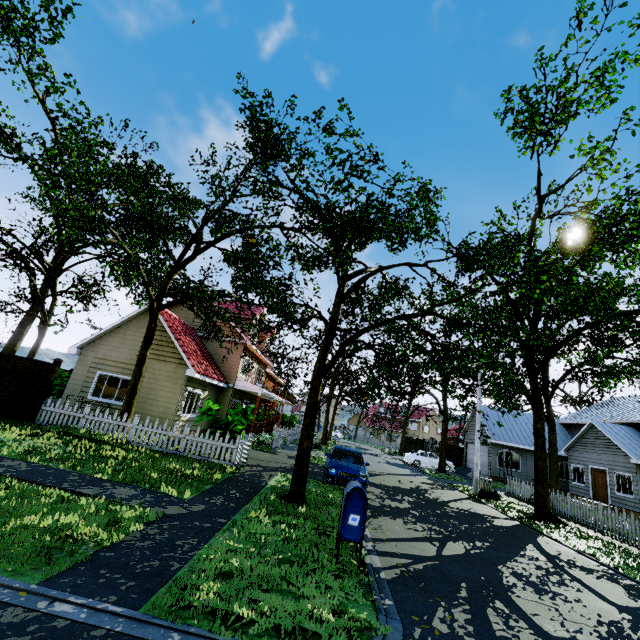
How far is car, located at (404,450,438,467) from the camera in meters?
30.2 m

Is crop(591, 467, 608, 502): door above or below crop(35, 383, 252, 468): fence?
above

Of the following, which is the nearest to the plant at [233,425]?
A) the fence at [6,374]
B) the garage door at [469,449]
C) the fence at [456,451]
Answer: the fence at [6,374]

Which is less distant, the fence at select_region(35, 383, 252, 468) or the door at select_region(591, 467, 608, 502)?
the fence at select_region(35, 383, 252, 468)

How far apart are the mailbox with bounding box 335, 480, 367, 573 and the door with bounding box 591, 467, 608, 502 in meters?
25.4 m

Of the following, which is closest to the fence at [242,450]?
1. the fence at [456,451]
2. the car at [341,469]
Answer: the fence at [456,451]

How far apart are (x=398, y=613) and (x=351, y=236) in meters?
10.1 m
